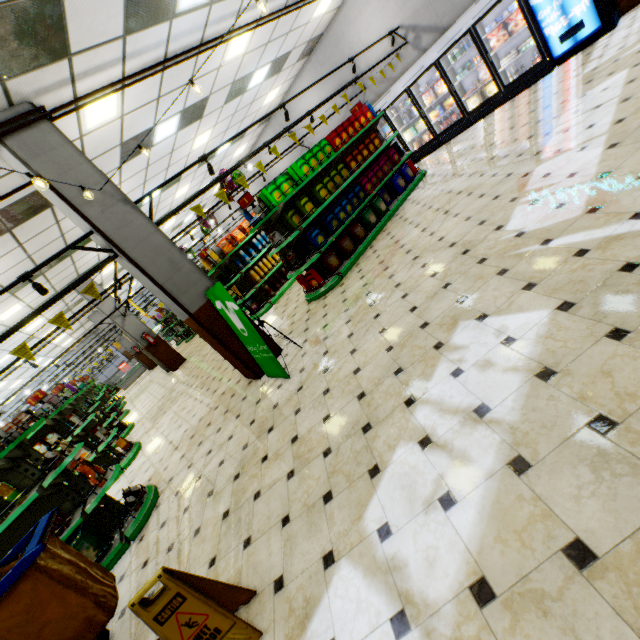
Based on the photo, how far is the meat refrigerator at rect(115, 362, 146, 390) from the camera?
24.22m

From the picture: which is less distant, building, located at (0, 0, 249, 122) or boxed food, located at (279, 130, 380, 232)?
building, located at (0, 0, 249, 122)

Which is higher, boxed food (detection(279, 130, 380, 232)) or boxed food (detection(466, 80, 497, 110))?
boxed food (detection(279, 130, 380, 232))

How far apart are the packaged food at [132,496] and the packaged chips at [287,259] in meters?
4.6 m

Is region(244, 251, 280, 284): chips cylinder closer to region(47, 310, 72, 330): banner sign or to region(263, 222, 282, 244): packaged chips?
region(263, 222, 282, 244): packaged chips

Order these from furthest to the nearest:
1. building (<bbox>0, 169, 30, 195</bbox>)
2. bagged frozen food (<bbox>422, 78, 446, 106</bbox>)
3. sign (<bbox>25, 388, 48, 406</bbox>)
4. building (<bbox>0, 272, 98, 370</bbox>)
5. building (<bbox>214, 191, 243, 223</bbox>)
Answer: building (<bbox>214, 191, 243, 223</bbox>) < building (<bbox>0, 272, 98, 370</bbox>) < bagged frozen food (<bbox>422, 78, 446, 106</bbox>) < sign (<bbox>25, 388, 48, 406</bbox>) < building (<bbox>0, 169, 30, 195</bbox>)

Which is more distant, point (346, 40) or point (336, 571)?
point (346, 40)

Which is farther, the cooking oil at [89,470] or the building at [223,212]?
the building at [223,212]
